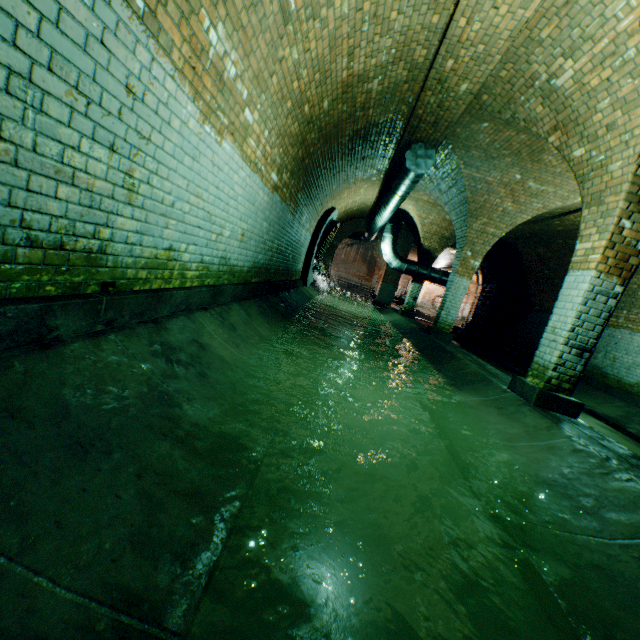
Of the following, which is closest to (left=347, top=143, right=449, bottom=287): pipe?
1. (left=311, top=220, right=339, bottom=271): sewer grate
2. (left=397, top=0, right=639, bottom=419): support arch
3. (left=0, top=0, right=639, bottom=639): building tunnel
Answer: (left=0, top=0, right=639, bottom=639): building tunnel

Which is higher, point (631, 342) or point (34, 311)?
→ point (631, 342)

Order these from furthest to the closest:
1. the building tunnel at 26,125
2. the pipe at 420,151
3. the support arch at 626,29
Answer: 1. the pipe at 420,151
2. the support arch at 626,29
3. the building tunnel at 26,125

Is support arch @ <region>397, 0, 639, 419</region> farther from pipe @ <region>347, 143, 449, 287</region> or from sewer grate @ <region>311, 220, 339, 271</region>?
sewer grate @ <region>311, 220, 339, 271</region>

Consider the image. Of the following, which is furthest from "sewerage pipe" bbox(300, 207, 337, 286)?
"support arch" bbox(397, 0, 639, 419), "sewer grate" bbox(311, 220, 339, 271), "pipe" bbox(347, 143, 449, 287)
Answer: "support arch" bbox(397, 0, 639, 419)

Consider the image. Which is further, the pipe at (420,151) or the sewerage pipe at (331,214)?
the sewerage pipe at (331,214)

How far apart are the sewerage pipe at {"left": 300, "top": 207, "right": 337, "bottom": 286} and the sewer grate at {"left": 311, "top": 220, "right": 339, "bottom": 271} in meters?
0.0
